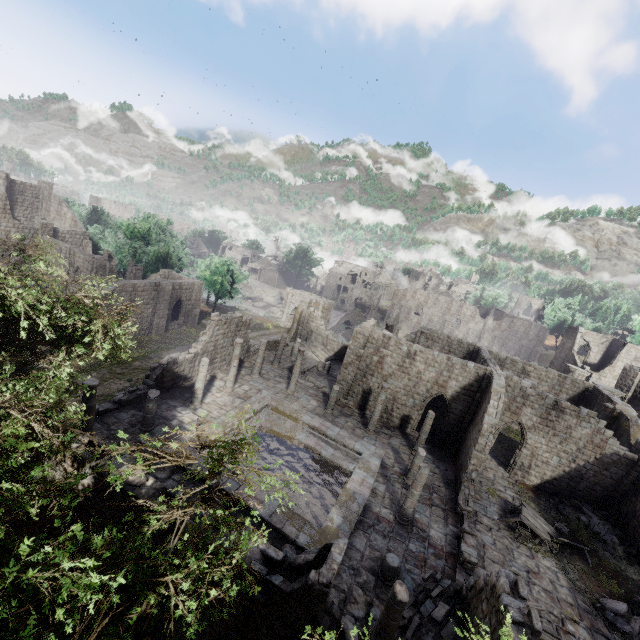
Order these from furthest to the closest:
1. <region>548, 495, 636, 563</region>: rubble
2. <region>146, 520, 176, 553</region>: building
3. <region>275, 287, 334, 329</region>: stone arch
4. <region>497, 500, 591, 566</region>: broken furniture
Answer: <region>275, 287, 334, 329</region>: stone arch < <region>548, 495, 636, 563</region>: rubble < <region>497, 500, 591, 566</region>: broken furniture < <region>146, 520, 176, 553</region>: building

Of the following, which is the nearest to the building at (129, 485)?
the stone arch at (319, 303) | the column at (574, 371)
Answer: the column at (574, 371)

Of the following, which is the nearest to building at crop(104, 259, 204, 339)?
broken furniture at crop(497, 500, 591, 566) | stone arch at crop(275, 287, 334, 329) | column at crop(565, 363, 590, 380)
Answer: column at crop(565, 363, 590, 380)

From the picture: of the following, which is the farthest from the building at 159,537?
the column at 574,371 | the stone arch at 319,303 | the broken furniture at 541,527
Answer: the stone arch at 319,303

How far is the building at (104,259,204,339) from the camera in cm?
3082

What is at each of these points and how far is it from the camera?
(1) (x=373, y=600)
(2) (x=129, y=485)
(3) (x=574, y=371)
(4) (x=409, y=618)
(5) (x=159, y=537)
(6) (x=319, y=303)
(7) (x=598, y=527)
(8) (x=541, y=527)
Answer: (1) building, 12.12m
(2) building, 8.66m
(3) column, 35.09m
(4) rubble, 11.68m
(5) building, 8.30m
(6) stone arch, 47.56m
(7) rubble, 19.08m
(8) broken furniture, 17.94m

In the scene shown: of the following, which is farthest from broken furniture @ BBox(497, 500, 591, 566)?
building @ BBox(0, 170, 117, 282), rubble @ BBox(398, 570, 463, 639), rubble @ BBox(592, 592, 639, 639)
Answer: rubble @ BBox(398, 570, 463, 639)

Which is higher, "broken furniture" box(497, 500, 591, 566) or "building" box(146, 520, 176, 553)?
"building" box(146, 520, 176, 553)
